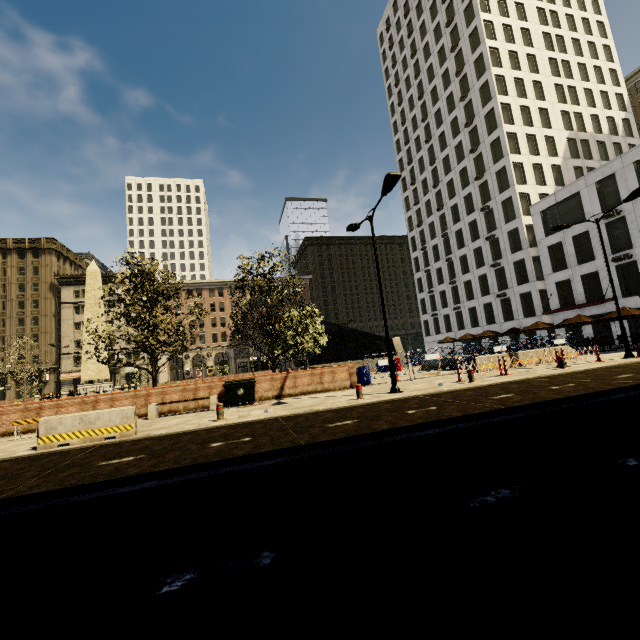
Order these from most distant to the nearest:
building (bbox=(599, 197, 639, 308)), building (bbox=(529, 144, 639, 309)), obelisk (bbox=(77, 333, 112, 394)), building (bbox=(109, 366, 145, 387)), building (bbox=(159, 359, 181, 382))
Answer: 1. building (bbox=(159, 359, 181, 382))
2. building (bbox=(109, 366, 145, 387))
3. building (bbox=(529, 144, 639, 309))
4. building (bbox=(599, 197, 639, 308))
5. obelisk (bbox=(77, 333, 112, 394))

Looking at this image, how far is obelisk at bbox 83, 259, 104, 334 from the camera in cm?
2619

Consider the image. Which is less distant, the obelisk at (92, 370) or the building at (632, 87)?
the obelisk at (92, 370)

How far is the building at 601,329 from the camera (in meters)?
29.03

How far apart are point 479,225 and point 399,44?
42.3 meters

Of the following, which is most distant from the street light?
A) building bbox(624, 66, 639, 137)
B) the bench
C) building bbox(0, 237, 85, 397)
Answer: building bbox(624, 66, 639, 137)

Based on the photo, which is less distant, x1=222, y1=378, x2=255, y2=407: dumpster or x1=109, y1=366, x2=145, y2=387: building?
x1=222, y1=378, x2=255, y2=407: dumpster

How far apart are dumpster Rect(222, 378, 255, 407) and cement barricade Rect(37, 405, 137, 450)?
4.4 meters
